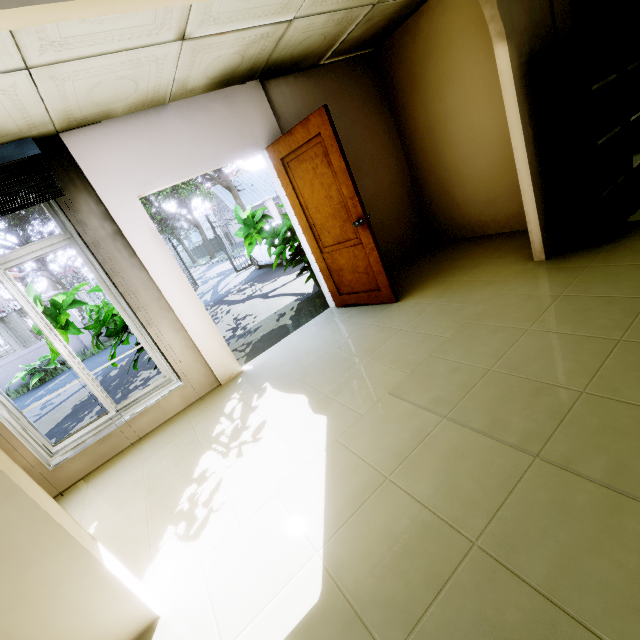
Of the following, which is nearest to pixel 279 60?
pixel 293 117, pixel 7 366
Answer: pixel 293 117

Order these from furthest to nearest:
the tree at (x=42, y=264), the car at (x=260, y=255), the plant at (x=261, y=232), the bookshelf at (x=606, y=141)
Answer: the tree at (x=42, y=264) < the car at (x=260, y=255) < the plant at (x=261, y=232) < the bookshelf at (x=606, y=141)

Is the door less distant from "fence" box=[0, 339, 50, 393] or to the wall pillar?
the wall pillar

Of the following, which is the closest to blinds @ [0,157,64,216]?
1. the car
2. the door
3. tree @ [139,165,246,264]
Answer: the door

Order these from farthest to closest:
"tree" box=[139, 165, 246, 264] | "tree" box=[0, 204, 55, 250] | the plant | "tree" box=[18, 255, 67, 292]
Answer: "tree" box=[18, 255, 67, 292] → "tree" box=[0, 204, 55, 250] → "tree" box=[139, 165, 246, 264] → the plant

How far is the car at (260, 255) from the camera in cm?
1182

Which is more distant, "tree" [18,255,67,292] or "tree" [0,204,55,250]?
Answer: "tree" [18,255,67,292]

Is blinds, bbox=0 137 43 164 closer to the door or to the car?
the door
